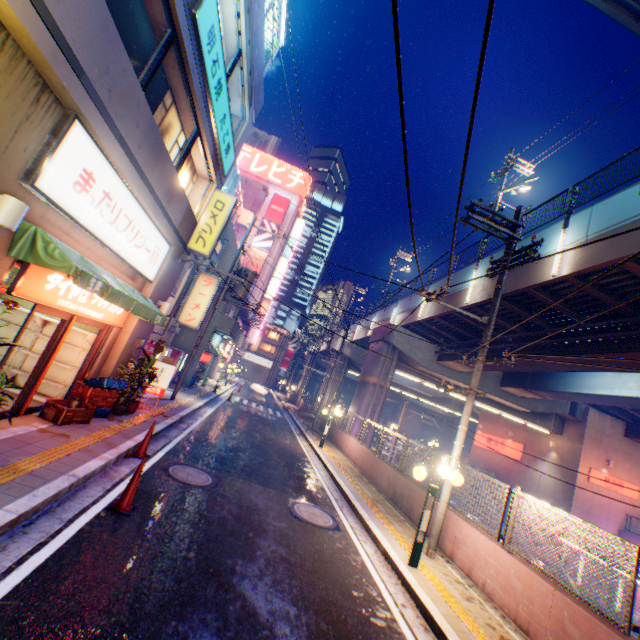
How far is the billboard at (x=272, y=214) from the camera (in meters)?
46.22

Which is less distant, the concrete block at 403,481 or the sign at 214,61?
the sign at 214,61

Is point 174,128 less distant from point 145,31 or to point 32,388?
point 145,31

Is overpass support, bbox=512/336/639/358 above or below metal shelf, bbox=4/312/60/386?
above

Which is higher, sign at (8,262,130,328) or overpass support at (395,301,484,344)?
overpass support at (395,301,484,344)

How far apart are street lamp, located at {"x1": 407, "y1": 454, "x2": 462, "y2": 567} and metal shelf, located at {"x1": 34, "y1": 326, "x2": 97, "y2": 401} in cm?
896

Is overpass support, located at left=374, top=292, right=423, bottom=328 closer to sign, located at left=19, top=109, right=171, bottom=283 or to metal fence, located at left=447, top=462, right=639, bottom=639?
metal fence, located at left=447, top=462, right=639, bottom=639

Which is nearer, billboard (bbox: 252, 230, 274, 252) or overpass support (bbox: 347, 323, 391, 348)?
overpass support (bbox: 347, 323, 391, 348)
